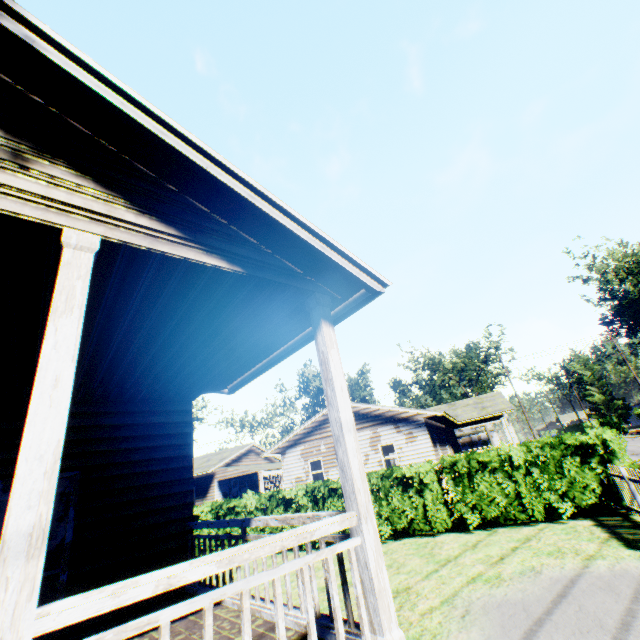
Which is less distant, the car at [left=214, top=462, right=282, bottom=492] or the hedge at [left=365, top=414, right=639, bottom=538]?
the hedge at [left=365, top=414, right=639, bottom=538]

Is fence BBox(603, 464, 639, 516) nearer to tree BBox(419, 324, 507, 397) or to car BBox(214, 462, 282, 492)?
car BBox(214, 462, 282, 492)

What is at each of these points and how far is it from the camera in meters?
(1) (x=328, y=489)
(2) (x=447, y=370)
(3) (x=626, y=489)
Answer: (1) hedge, 12.8 m
(2) tree, 55.6 m
(3) fence, 8.5 m

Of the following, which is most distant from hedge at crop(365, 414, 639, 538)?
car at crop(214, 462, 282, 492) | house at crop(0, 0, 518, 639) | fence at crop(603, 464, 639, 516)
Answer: car at crop(214, 462, 282, 492)

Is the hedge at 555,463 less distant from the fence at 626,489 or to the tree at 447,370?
the fence at 626,489

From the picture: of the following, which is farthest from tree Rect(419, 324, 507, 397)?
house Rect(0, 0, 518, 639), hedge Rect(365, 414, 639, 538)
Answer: house Rect(0, 0, 518, 639)

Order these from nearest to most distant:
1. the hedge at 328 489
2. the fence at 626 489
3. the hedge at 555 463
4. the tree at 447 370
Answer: the fence at 626 489
the hedge at 555 463
the hedge at 328 489
the tree at 447 370

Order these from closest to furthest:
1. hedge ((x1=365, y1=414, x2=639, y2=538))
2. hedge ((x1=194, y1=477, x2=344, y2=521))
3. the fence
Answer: the fence < hedge ((x1=365, y1=414, x2=639, y2=538)) < hedge ((x1=194, y1=477, x2=344, y2=521))
